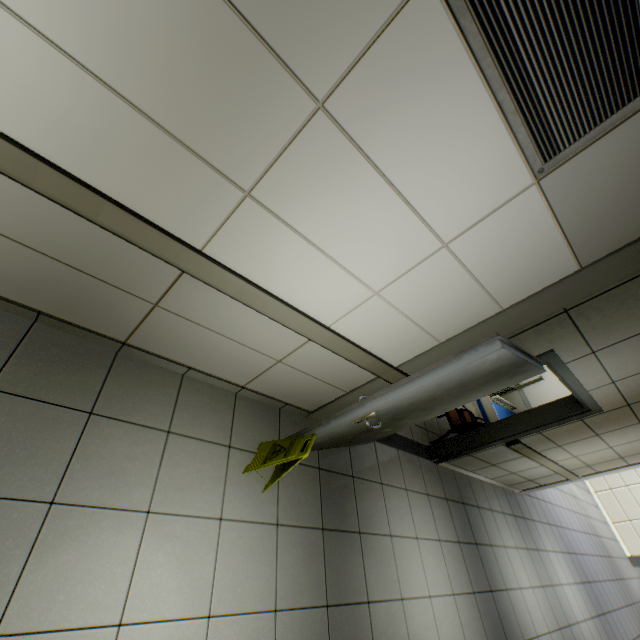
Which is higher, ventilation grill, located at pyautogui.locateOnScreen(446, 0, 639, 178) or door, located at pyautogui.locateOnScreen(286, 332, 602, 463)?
ventilation grill, located at pyautogui.locateOnScreen(446, 0, 639, 178)

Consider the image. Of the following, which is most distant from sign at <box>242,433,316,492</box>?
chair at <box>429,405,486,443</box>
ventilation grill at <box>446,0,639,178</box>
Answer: chair at <box>429,405,486,443</box>

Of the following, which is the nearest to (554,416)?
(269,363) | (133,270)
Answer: (269,363)

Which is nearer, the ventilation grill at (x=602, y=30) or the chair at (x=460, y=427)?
the ventilation grill at (x=602, y=30)

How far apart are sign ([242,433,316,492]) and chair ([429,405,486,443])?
3.10m

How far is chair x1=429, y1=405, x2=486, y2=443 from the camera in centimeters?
472cm

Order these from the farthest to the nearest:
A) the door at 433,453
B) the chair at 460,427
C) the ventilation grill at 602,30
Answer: the chair at 460,427 < the door at 433,453 < the ventilation grill at 602,30

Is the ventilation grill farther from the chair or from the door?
the chair
